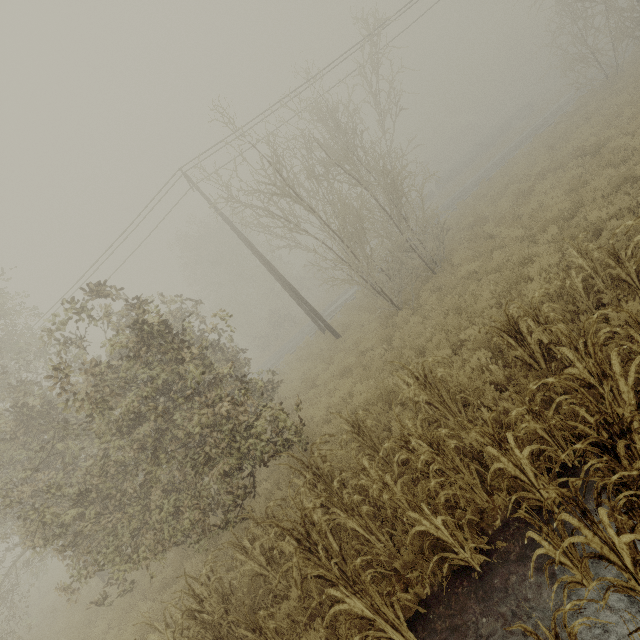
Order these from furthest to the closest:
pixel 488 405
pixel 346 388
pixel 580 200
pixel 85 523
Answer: pixel 346 388, pixel 580 200, pixel 85 523, pixel 488 405

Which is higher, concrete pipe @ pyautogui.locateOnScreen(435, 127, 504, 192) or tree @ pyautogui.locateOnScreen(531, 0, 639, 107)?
tree @ pyautogui.locateOnScreen(531, 0, 639, 107)

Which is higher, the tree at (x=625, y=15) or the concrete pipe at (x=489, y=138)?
the tree at (x=625, y=15)

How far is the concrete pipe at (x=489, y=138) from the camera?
42.3m

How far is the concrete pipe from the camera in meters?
42.3 m

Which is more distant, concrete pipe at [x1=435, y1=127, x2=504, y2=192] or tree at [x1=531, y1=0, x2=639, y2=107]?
concrete pipe at [x1=435, y1=127, x2=504, y2=192]
